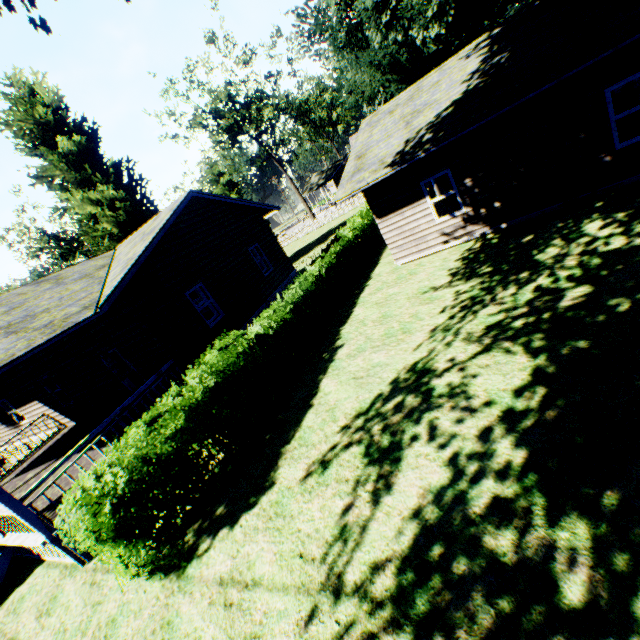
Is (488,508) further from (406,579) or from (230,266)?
(230,266)

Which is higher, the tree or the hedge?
the tree

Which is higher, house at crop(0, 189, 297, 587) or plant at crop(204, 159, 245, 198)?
plant at crop(204, 159, 245, 198)

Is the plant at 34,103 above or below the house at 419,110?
above

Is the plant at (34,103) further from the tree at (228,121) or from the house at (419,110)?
the tree at (228,121)

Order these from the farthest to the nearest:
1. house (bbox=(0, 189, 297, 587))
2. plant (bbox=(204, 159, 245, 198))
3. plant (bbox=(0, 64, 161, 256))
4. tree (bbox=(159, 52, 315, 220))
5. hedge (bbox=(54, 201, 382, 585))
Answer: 1. plant (bbox=(204, 159, 245, 198))
2. tree (bbox=(159, 52, 315, 220))
3. plant (bbox=(0, 64, 161, 256))
4. house (bbox=(0, 189, 297, 587))
5. hedge (bbox=(54, 201, 382, 585))

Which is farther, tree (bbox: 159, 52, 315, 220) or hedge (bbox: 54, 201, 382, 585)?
tree (bbox: 159, 52, 315, 220)

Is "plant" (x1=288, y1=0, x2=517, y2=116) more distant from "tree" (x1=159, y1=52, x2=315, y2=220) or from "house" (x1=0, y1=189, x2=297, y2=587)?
"tree" (x1=159, y1=52, x2=315, y2=220)
